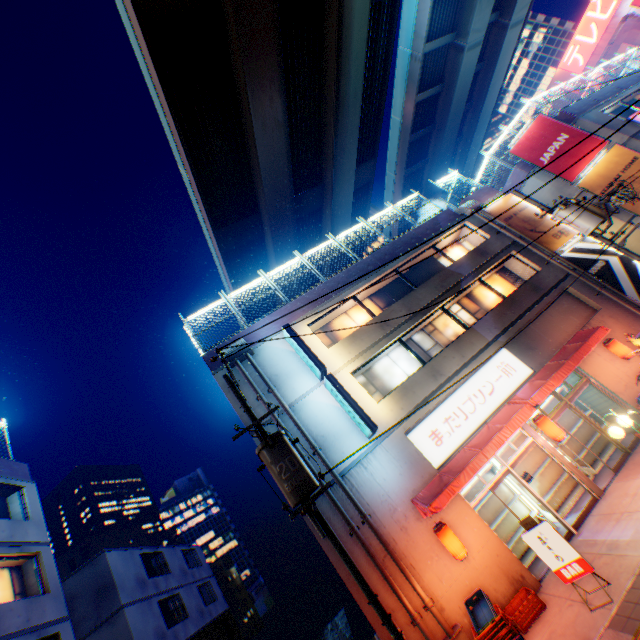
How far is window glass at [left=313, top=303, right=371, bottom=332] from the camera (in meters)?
15.29

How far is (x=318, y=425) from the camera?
11.7 meters

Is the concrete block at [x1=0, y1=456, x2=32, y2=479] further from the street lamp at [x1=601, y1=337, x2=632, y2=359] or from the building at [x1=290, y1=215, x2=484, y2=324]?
the street lamp at [x1=601, y1=337, x2=632, y2=359]

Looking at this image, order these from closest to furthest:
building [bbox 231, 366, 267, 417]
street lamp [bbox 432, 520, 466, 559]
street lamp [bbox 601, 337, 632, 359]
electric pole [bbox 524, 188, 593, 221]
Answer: street lamp [bbox 432, 520, 466, 559], building [bbox 231, 366, 267, 417], street lamp [bbox 601, 337, 632, 359], electric pole [bbox 524, 188, 593, 221]

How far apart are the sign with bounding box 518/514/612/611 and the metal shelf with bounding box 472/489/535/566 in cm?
322

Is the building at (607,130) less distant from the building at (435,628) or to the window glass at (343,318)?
the building at (435,628)

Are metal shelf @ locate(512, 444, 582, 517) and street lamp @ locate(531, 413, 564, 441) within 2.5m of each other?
yes

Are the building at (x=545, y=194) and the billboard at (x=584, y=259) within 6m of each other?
yes
